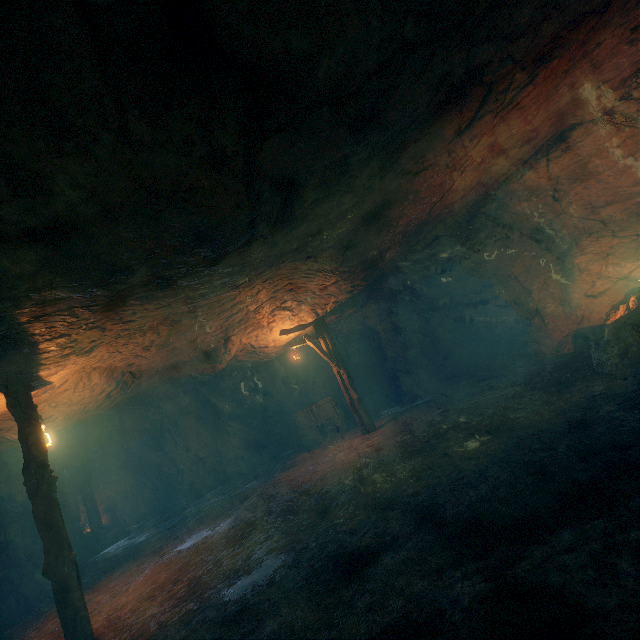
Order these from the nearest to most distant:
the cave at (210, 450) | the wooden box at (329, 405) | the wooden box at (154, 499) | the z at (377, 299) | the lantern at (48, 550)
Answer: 1. the lantern at (48, 550)
2. the z at (377, 299)
3. the cave at (210, 450)
4. the wooden box at (329, 405)
5. the wooden box at (154, 499)

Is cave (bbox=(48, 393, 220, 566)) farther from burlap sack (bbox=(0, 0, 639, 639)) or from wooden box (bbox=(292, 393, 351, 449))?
wooden box (bbox=(292, 393, 351, 449))

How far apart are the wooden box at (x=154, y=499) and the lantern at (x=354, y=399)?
16.7 meters

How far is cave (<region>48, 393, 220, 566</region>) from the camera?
14.0m

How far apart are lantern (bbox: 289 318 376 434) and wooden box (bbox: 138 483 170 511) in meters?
16.7

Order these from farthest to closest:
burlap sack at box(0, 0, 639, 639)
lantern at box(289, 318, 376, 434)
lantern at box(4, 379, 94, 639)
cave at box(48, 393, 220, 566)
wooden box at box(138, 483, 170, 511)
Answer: wooden box at box(138, 483, 170, 511), cave at box(48, 393, 220, 566), lantern at box(289, 318, 376, 434), lantern at box(4, 379, 94, 639), burlap sack at box(0, 0, 639, 639)

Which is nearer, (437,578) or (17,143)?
(17,143)

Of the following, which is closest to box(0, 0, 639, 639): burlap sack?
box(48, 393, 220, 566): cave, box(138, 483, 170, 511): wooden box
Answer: box(48, 393, 220, 566): cave
